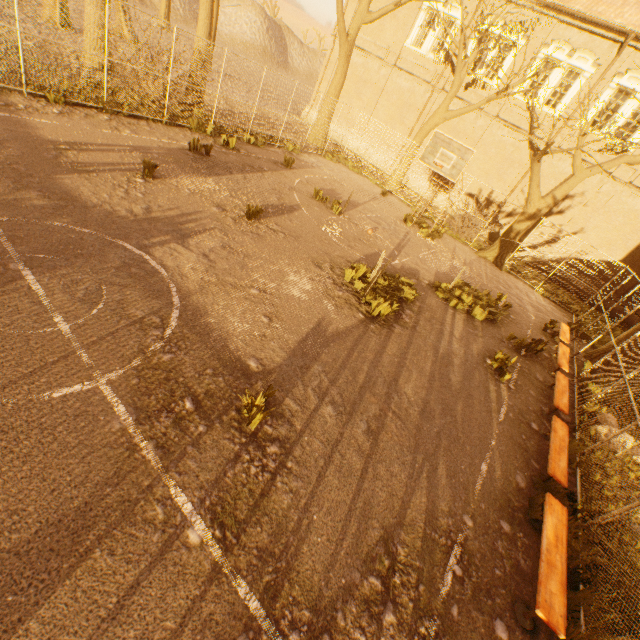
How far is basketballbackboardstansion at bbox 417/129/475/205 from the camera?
11.77m

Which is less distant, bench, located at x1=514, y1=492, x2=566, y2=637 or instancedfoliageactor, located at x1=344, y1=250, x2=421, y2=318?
bench, located at x1=514, y1=492, x2=566, y2=637

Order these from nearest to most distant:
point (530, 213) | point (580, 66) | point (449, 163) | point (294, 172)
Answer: point (449, 163)
point (294, 172)
point (530, 213)
point (580, 66)

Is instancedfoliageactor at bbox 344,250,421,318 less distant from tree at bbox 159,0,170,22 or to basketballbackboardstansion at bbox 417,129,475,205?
basketballbackboardstansion at bbox 417,129,475,205

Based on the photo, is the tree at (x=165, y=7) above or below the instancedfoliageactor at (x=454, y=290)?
above

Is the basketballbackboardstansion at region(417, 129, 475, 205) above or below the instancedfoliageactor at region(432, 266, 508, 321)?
above

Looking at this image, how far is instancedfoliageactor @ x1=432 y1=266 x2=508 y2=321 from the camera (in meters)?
10.40

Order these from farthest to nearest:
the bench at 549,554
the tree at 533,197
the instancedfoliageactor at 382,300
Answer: the tree at 533,197 → the instancedfoliageactor at 382,300 → the bench at 549,554
